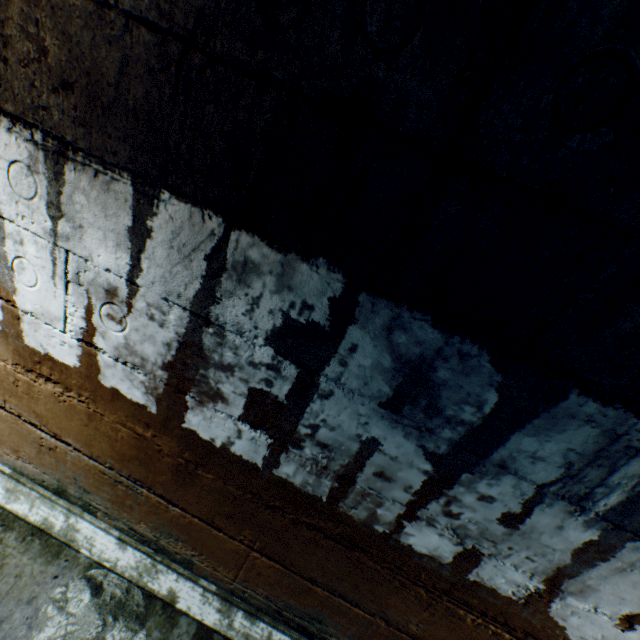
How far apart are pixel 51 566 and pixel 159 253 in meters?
1.8
